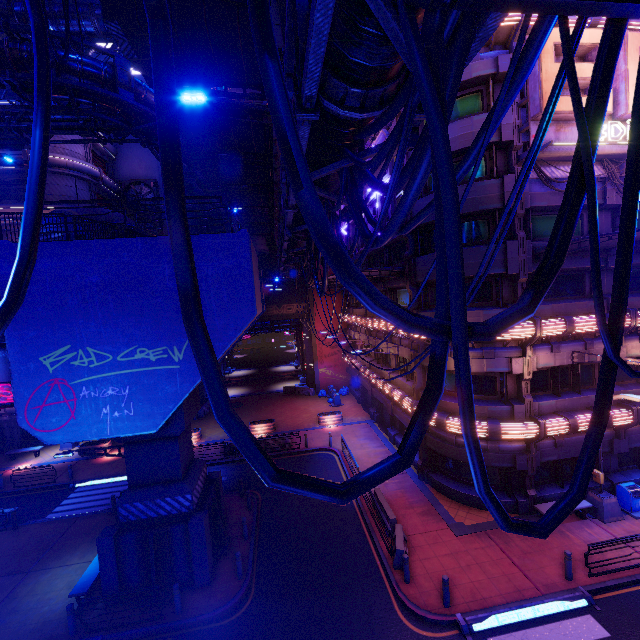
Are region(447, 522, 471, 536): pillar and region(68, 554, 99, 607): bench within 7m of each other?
no

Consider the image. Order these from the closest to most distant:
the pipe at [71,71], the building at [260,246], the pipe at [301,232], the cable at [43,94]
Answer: the cable at [43,94]
the pipe at [301,232]
the pipe at [71,71]
the building at [260,246]

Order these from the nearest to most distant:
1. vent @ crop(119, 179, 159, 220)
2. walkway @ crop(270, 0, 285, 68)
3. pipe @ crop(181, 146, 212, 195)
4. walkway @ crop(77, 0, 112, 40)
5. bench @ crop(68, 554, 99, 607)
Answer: walkway @ crop(270, 0, 285, 68) → bench @ crop(68, 554, 99, 607) → pipe @ crop(181, 146, 212, 195) → walkway @ crop(77, 0, 112, 40) → vent @ crop(119, 179, 159, 220)

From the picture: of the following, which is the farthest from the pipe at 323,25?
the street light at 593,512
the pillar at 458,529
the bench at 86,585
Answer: the bench at 86,585

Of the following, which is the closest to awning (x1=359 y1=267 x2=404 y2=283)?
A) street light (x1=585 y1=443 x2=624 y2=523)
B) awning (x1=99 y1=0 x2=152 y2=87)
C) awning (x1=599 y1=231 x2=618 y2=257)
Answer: awning (x1=599 y1=231 x2=618 y2=257)

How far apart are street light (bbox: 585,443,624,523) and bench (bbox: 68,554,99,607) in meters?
21.7 m

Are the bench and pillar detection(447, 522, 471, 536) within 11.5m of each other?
no

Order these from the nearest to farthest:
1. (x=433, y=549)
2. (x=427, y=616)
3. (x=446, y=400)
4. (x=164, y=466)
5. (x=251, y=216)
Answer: (x=427, y=616), (x=164, y=466), (x=433, y=549), (x=446, y=400), (x=251, y=216)
